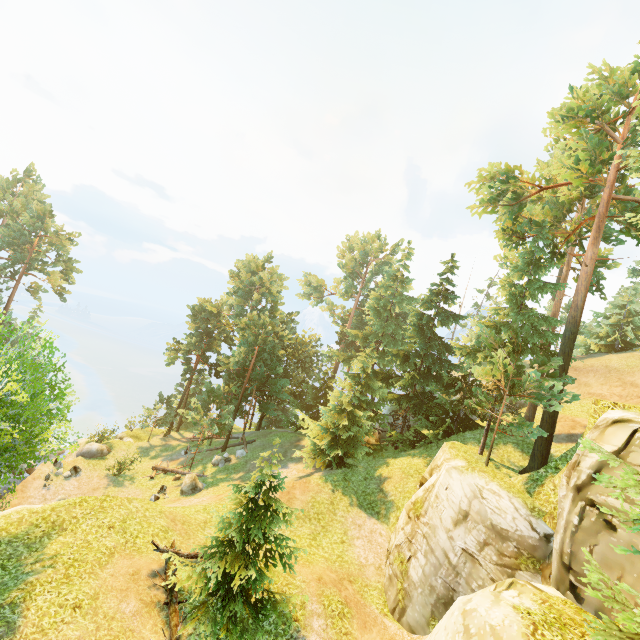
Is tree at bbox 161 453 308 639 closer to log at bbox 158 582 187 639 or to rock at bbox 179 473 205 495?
log at bbox 158 582 187 639

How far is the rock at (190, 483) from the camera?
23.6 meters

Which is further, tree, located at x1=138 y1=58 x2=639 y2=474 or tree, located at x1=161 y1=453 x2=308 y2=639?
tree, located at x1=138 y1=58 x2=639 y2=474

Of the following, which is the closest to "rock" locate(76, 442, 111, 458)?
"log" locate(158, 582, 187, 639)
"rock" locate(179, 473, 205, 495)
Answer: "rock" locate(179, 473, 205, 495)

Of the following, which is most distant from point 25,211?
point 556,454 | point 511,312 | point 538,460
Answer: point 556,454

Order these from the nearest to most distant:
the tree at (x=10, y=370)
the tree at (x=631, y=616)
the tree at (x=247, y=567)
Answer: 1. the tree at (x=631, y=616)
2. the tree at (x=10, y=370)
3. the tree at (x=247, y=567)

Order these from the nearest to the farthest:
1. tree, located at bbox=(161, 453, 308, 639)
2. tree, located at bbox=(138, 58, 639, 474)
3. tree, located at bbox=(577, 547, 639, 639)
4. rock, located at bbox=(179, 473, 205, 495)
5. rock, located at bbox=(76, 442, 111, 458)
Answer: tree, located at bbox=(577, 547, 639, 639)
tree, located at bbox=(161, 453, 308, 639)
tree, located at bbox=(138, 58, 639, 474)
rock, located at bbox=(179, 473, 205, 495)
rock, located at bbox=(76, 442, 111, 458)

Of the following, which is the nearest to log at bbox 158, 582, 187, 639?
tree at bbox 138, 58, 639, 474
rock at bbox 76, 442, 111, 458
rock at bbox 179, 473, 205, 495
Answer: tree at bbox 138, 58, 639, 474
